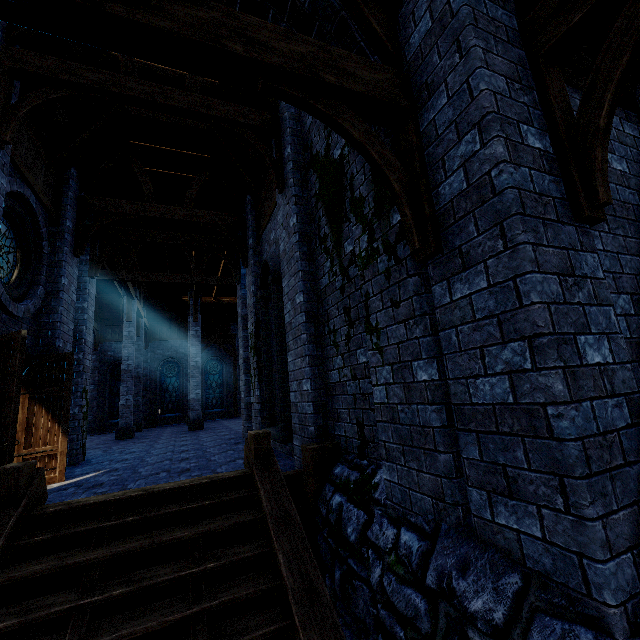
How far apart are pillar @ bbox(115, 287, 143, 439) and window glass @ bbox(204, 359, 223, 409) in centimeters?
822cm

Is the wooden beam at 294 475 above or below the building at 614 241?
below

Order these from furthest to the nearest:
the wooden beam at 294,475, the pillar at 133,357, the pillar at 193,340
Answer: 1. the pillar at 193,340
2. the pillar at 133,357
3. the wooden beam at 294,475

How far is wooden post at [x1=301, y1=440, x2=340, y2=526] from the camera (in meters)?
4.45

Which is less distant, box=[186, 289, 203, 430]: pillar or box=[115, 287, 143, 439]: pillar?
box=[115, 287, 143, 439]: pillar

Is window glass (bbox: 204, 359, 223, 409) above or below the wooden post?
above

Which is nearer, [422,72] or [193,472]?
[422,72]

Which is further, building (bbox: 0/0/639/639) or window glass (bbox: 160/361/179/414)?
window glass (bbox: 160/361/179/414)
